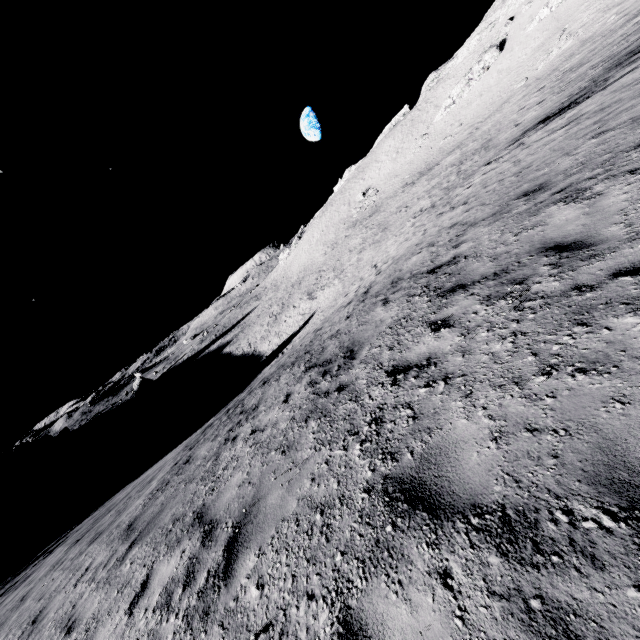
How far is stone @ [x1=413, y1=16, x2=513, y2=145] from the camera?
47.6 meters

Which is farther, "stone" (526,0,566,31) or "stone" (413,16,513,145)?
"stone" (413,16,513,145)

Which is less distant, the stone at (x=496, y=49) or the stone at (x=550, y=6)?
the stone at (x=550, y=6)

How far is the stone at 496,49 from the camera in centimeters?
4756cm

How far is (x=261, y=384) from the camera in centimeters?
1340cm
